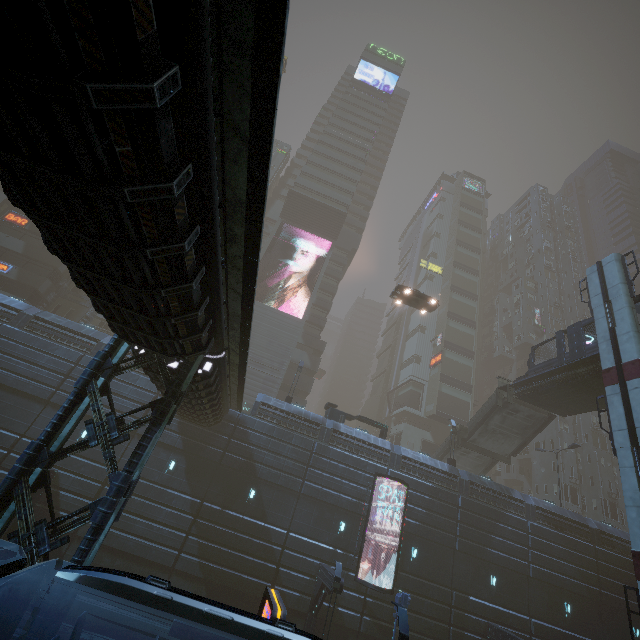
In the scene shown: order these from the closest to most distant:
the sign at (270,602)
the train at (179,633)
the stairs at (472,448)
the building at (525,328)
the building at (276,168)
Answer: the train at (179,633)
the sign at (270,602)
the stairs at (472,448)
the building at (276,168)
the building at (525,328)

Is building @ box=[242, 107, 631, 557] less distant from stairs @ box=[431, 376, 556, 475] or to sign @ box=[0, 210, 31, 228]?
sign @ box=[0, 210, 31, 228]

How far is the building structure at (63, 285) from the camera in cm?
3425

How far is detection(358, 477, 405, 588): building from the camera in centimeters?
2120cm

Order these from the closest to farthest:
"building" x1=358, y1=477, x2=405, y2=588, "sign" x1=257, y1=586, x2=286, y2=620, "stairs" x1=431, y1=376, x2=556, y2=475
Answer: "sign" x1=257, y1=586, x2=286, y2=620, "building" x1=358, y1=477, x2=405, y2=588, "stairs" x1=431, y1=376, x2=556, y2=475

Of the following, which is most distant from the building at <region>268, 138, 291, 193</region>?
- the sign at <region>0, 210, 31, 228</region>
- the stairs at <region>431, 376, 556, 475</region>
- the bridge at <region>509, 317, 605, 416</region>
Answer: the bridge at <region>509, 317, 605, 416</region>

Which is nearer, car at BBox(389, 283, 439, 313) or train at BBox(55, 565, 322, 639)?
train at BBox(55, 565, 322, 639)

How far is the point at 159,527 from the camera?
19.6 meters
